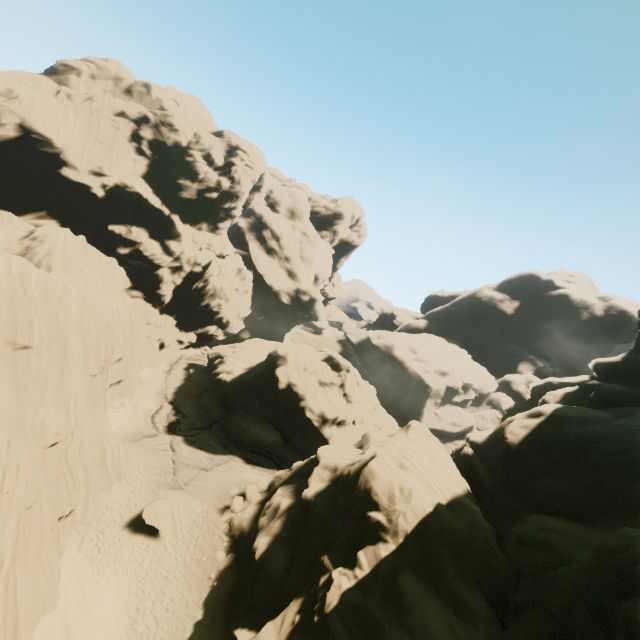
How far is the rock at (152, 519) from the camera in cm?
2280

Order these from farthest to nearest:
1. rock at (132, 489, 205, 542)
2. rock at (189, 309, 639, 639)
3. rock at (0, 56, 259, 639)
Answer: rock at (132, 489, 205, 542) → rock at (0, 56, 259, 639) → rock at (189, 309, 639, 639)

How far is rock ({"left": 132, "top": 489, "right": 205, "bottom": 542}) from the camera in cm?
2280

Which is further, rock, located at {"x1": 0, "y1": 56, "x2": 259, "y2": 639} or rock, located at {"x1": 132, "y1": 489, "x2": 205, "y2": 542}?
rock, located at {"x1": 132, "y1": 489, "x2": 205, "y2": 542}

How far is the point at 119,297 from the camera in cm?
4416

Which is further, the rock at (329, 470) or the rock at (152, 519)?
the rock at (152, 519)
